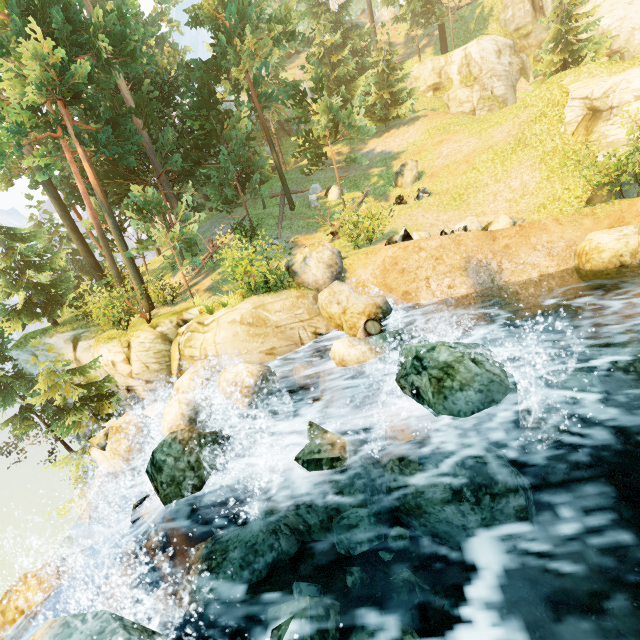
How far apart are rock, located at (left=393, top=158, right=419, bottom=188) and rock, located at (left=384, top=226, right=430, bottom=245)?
8.8 meters

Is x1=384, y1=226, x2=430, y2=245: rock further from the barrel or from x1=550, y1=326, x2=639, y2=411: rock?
x1=550, y1=326, x2=639, y2=411: rock

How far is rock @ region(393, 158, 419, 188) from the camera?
20.3m

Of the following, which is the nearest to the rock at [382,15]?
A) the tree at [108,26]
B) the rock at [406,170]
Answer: the tree at [108,26]

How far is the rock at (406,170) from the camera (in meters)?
20.27

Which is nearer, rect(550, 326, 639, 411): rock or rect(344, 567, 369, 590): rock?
rect(344, 567, 369, 590): rock

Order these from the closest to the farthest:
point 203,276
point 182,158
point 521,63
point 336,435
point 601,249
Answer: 1. point 336,435
2. point 601,249
3. point 203,276
4. point 182,158
5. point 521,63

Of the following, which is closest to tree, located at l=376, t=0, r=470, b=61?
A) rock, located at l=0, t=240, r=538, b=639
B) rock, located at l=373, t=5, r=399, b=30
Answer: rock, located at l=373, t=5, r=399, b=30
